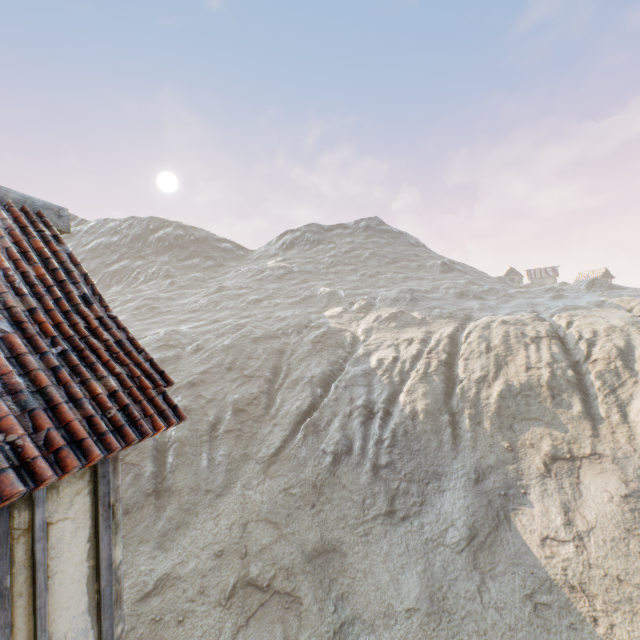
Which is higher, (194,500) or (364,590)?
(194,500)
